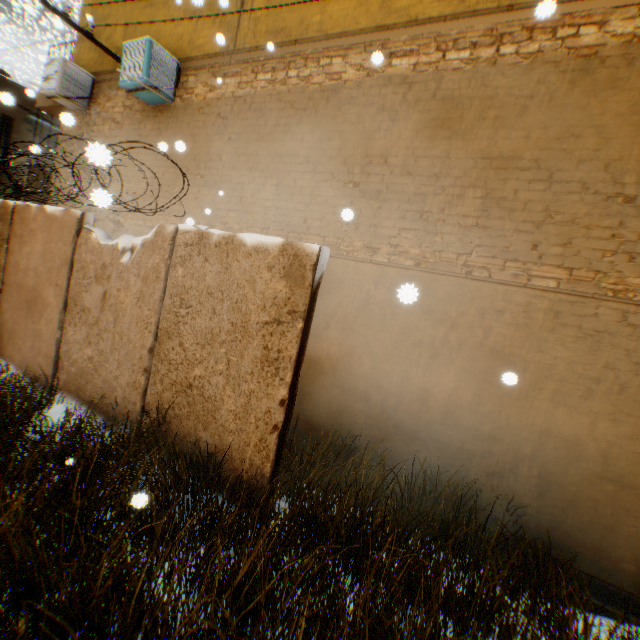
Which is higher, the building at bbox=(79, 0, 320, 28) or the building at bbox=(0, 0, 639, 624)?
the building at bbox=(79, 0, 320, 28)

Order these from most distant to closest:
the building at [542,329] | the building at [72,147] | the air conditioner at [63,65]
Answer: the building at [72,147], the air conditioner at [63,65], the building at [542,329]

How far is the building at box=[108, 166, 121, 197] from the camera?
7.64m

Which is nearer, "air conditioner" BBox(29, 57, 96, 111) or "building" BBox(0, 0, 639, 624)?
"building" BBox(0, 0, 639, 624)

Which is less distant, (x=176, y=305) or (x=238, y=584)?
(x=238, y=584)

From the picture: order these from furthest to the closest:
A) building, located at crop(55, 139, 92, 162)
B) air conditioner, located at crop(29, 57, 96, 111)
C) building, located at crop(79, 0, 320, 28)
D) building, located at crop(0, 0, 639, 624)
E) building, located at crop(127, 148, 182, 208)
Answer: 1. building, located at crop(55, 139, 92, 162)
2. air conditioner, located at crop(29, 57, 96, 111)
3. building, located at crop(127, 148, 182, 208)
4. building, located at crop(79, 0, 320, 28)
5. building, located at crop(0, 0, 639, 624)

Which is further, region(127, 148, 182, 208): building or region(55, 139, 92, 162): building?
region(55, 139, 92, 162): building

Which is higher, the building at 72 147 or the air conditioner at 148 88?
the air conditioner at 148 88
